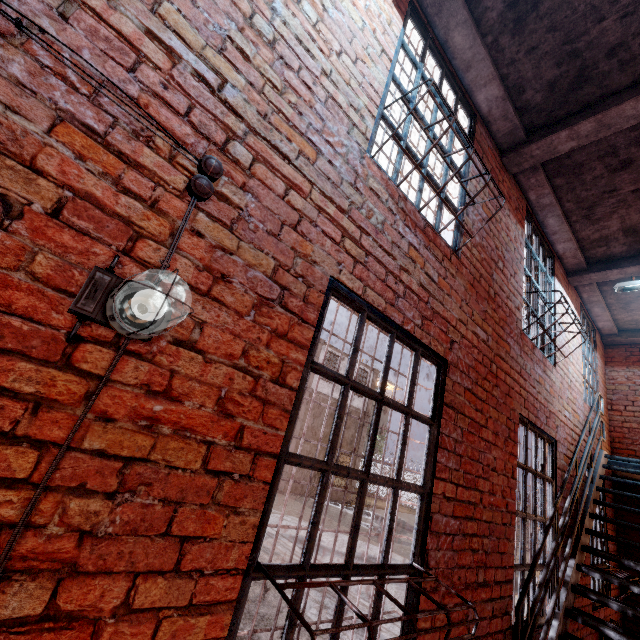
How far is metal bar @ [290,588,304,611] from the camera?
1.5 meters

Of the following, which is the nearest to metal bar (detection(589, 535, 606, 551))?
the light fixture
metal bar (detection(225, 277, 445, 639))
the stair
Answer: the stair

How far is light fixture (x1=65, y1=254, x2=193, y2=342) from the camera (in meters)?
0.99

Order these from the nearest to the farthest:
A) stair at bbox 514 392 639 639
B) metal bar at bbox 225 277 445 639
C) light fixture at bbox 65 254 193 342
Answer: light fixture at bbox 65 254 193 342, metal bar at bbox 225 277 445 639, stair at bbox 514 392 639 639

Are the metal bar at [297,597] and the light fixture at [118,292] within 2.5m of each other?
yes

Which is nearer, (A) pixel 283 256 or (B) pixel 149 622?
(B) pixel 149 622

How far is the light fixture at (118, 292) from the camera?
1.0 meters

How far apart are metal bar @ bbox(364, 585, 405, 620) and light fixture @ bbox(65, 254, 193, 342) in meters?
0.7
